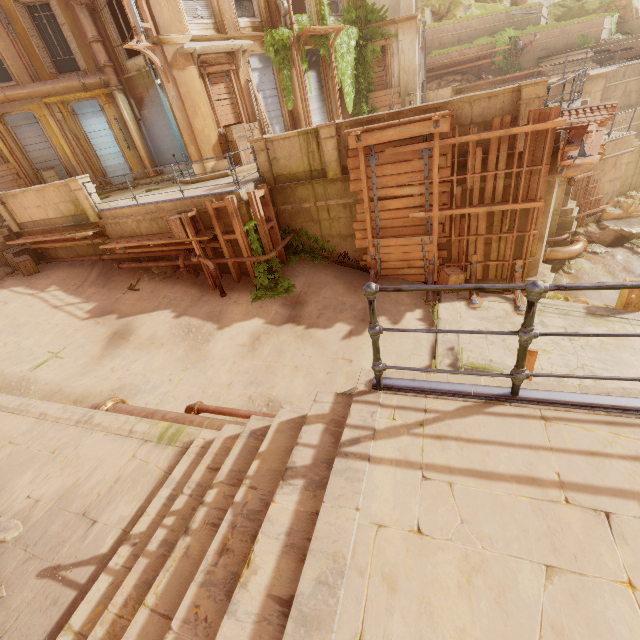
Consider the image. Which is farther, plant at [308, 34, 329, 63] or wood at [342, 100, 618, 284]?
plant at [308, 34, 329, 63]

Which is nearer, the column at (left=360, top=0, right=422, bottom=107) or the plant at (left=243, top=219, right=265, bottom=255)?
the plant at (left=243, top=219, right=265, bottom=255)

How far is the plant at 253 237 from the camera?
9.7m

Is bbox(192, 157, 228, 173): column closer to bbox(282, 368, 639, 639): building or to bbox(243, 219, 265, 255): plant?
bbox(282, 368, 639, 639): building

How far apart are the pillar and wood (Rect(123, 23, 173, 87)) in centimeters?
1802cm

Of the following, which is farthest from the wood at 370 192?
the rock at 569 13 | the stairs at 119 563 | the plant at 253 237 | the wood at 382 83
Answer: the rock at 569 13

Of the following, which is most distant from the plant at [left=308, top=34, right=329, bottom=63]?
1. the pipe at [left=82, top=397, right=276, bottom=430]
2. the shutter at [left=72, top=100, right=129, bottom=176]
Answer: the shutter at [left=72, top=100, right=129, bottom=176]

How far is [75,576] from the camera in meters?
3.3 m
